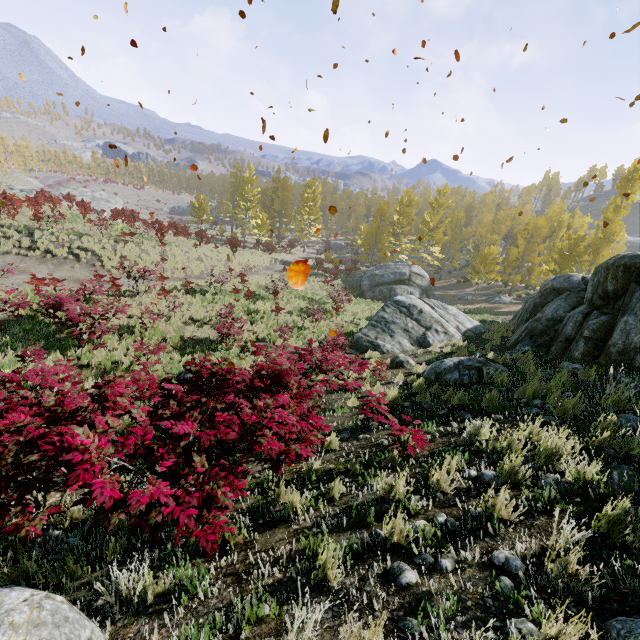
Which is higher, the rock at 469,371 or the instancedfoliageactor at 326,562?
the instancedfoliageactor at 326,562

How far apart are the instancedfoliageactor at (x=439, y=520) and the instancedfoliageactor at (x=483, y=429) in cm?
159

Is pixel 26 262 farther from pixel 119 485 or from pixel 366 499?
pixel 366 499

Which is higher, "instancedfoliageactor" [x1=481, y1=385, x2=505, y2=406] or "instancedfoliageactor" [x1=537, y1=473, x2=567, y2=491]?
"instancedfoliageactor" [x1=537, y1=473, x2=567, y2=491]

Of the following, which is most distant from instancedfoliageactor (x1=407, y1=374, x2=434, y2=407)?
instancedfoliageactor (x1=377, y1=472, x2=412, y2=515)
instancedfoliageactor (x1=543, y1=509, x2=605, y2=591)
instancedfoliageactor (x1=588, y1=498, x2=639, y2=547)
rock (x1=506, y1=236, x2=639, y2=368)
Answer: instancedfoliageactor (x1=588, y1=498, x2=639, y2=547)

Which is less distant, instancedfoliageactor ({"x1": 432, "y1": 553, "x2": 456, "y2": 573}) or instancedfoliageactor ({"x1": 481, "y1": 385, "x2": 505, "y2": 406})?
instancedfoliageactor ({"x1": 432, "y1": 553, "x2": 456, "y2": 573})

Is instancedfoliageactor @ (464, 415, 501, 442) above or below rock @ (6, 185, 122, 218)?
above

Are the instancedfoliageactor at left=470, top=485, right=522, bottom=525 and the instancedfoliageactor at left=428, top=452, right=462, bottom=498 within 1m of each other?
yes
